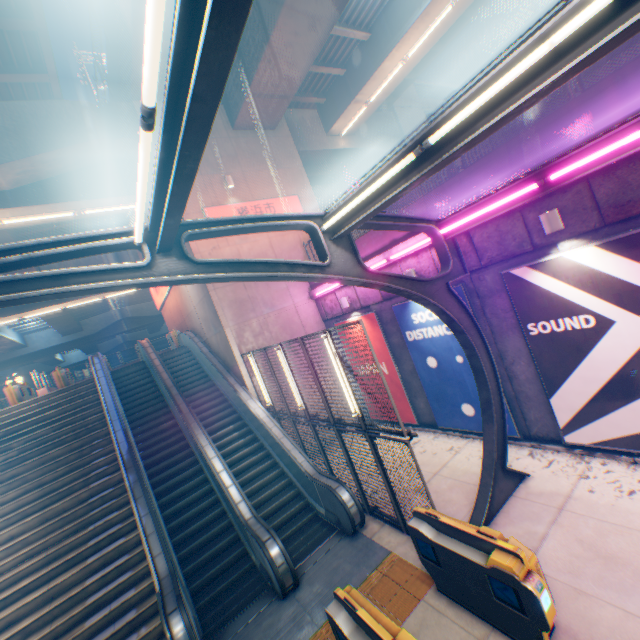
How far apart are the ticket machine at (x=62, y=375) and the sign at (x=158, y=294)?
5.7 meters

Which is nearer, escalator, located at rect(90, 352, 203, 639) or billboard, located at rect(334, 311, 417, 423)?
escalator, located at rect(90, 352, 203, 639)

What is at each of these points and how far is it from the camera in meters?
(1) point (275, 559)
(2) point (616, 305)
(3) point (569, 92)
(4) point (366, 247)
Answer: (1) escalator, 6.6 m
(2) billboard, 6.0 m
(3) metal fence, 6.0 m
(4) concrete block, 10.8 m

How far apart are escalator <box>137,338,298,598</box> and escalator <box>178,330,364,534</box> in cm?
135

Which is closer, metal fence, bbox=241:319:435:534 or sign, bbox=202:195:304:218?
metal fence, bbox=241:319:435:534

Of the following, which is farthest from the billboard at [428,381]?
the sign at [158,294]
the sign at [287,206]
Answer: the sign at [158,294]

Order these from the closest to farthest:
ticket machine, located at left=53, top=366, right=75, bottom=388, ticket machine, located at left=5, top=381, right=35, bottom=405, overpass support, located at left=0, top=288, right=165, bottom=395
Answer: ticket machine, located at left=5, top=381, right=35, bottom=405, ticket machine, located at left=53, top=366, right=75, bottom=388, overpass support, located at left=0, top=288, right=165, bottom=395

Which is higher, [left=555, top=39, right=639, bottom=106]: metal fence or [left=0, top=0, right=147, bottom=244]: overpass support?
[left=0, top=0, right=147, bottom=244]: overpass support
